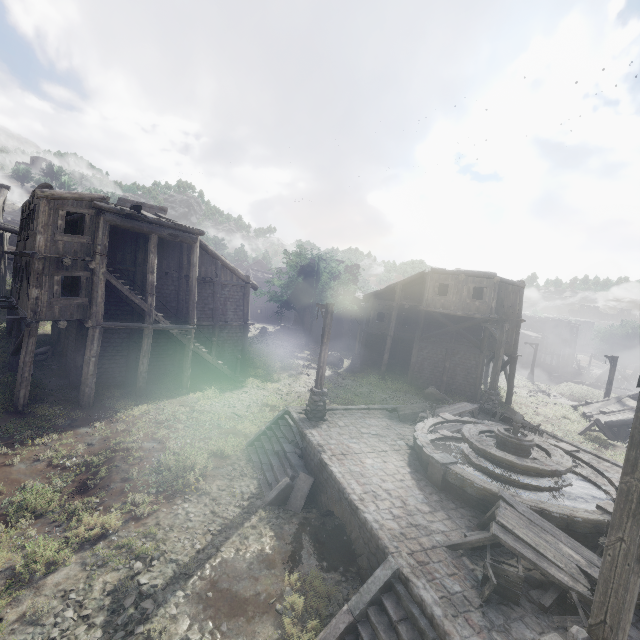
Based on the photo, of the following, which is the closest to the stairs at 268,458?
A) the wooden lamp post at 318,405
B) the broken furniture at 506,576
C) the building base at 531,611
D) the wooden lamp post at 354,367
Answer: the building base at 531,611

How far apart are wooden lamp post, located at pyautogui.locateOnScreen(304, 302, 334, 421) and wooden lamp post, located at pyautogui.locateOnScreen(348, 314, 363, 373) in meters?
13.4 m

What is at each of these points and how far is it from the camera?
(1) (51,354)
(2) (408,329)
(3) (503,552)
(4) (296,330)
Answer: (1) rubble, 18.7m
(2) building, 29.0m
(3) building base, 7.1m
(4) building, 42.4m

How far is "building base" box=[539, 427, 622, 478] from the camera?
12.19m

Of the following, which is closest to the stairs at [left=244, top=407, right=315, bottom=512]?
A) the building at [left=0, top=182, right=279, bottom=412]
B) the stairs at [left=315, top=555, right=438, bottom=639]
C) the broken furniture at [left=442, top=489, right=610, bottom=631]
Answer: the stairs at [left=315, top=555, right=438, bottom=639]

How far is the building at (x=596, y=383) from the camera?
44.47m

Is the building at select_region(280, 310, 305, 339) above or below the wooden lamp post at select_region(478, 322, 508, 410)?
below

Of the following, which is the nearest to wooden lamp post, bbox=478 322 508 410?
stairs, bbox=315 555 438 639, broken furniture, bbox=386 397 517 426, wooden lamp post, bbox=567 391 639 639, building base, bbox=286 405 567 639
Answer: building base, bbox=286 405 567 639
